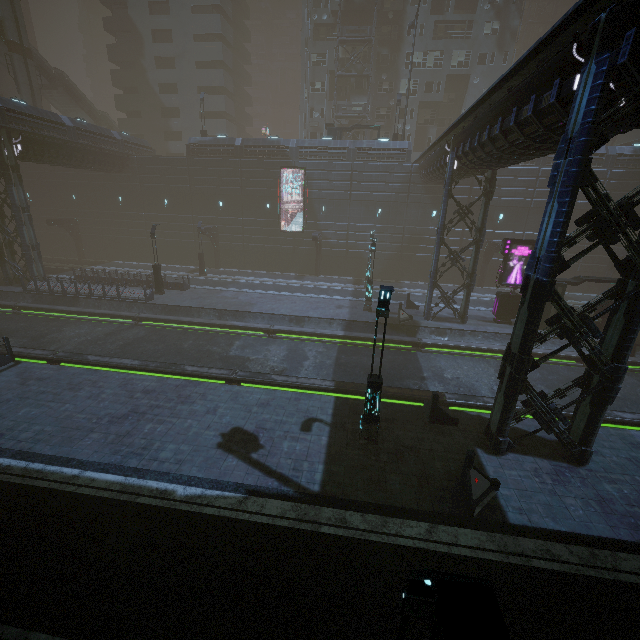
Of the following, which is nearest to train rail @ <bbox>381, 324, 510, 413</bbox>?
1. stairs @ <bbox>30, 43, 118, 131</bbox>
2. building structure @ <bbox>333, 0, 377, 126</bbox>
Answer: stairs @ <bbox>30, 43, 118, 131</bbox>

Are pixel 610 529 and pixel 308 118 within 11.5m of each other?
no

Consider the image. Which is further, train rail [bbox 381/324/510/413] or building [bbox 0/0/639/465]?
train rail [bbox 381/324/510/413]

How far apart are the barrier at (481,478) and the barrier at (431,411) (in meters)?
2.75

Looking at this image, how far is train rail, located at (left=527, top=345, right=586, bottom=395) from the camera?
17.5m

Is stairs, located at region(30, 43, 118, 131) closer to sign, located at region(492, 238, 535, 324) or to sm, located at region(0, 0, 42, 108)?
sm, located at region(0, 0, 42, 108)

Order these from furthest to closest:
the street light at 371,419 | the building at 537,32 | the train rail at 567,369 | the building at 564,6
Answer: the building at 537,32, the building at 564,6, the train rail at 567,369, the street light at 371,419

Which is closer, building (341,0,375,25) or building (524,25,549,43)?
building (341,0,375,25)
